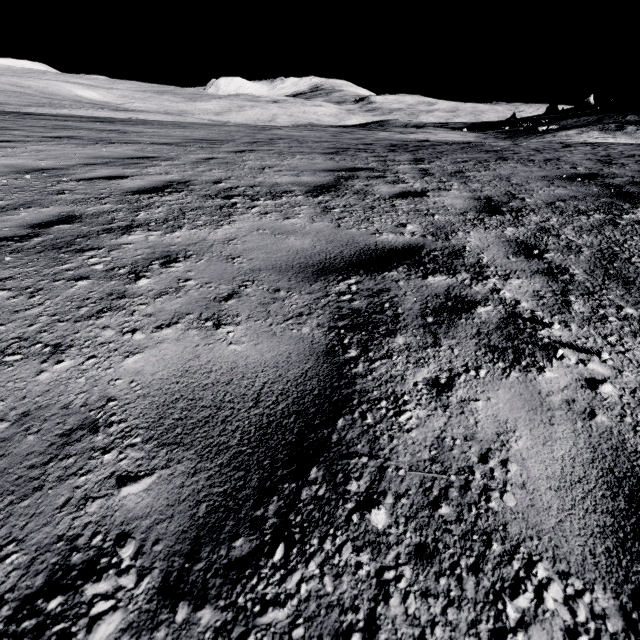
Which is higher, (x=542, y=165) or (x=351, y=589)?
(x=542, y=165)
